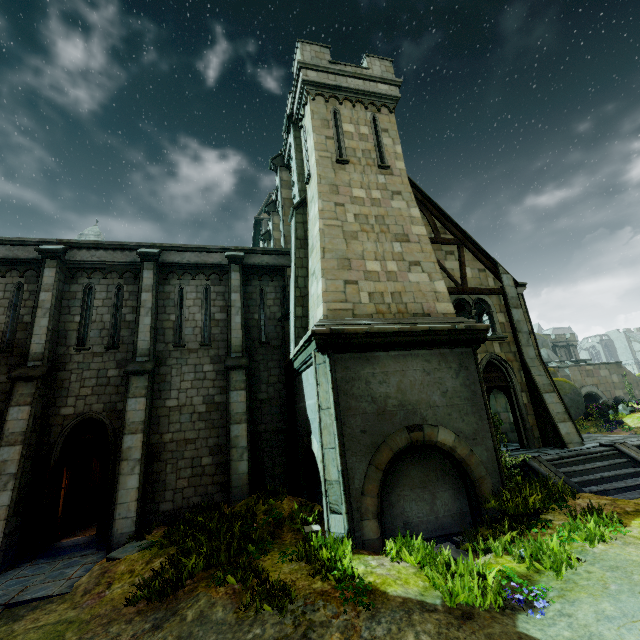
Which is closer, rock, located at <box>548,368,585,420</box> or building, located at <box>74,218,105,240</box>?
rock, located at <box>548,368,585,420</box>

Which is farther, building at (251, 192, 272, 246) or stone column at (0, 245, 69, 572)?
building at (251, 192, 272, 246)

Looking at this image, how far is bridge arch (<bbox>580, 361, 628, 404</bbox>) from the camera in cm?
3625

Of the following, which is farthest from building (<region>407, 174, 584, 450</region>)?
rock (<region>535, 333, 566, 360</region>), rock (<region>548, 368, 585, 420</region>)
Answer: rock (<region>535, 333, 566, 360</region>)

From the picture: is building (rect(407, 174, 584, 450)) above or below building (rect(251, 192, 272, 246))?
below

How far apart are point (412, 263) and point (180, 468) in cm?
1031

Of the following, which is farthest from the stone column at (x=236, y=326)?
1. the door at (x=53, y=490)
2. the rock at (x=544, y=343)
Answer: the rock at (x=544, y=343)

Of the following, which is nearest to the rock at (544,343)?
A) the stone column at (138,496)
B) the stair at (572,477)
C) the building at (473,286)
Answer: the building at (473,286)
